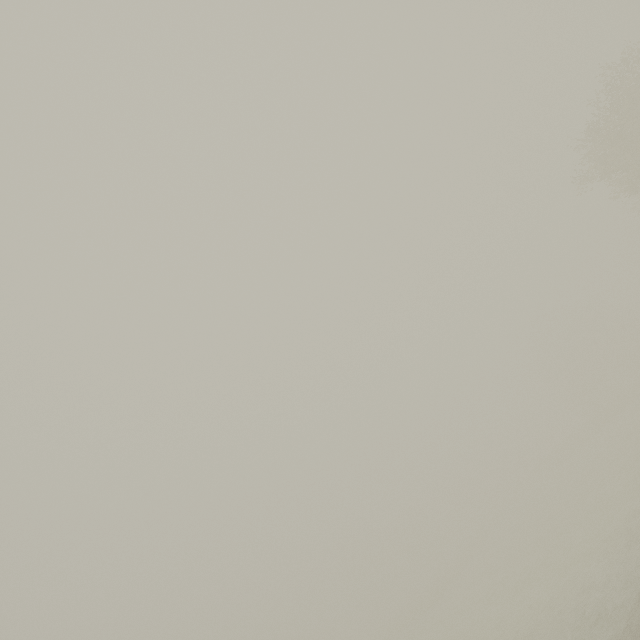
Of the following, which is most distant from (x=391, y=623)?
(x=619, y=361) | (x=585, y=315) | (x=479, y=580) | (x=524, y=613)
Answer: (x=585, y=315)
